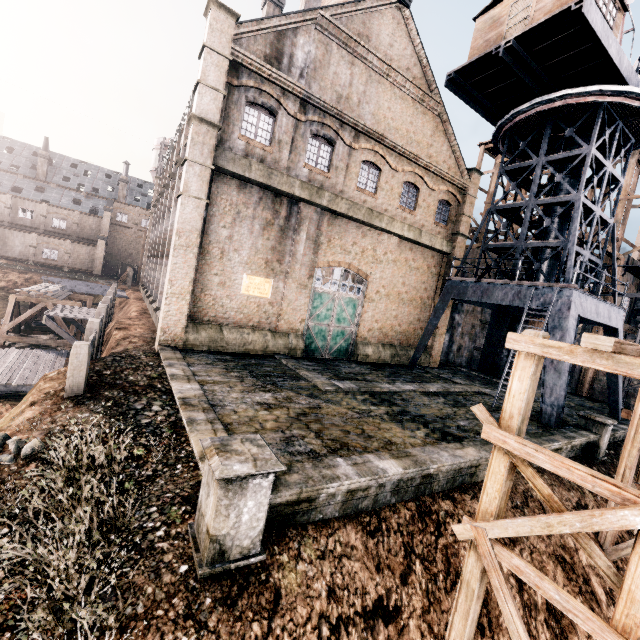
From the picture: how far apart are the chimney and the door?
67.10m

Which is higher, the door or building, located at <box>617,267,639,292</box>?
building, located at <box>617,267,639,292</box>

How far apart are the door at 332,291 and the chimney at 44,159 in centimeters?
6710cm

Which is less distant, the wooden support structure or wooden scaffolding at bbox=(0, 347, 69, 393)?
wooden scaffolding at bbox=(0, 347, 69, 393)

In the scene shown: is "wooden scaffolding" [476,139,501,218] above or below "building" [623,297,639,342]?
above

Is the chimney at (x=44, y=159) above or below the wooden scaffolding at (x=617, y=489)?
above

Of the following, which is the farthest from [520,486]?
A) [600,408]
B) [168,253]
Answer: [168,253]

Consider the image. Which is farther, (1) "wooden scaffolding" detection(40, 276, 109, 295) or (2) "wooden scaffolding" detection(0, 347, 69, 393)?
(1) "wooden scaffolding" detection(40, 276, 109, 295)
